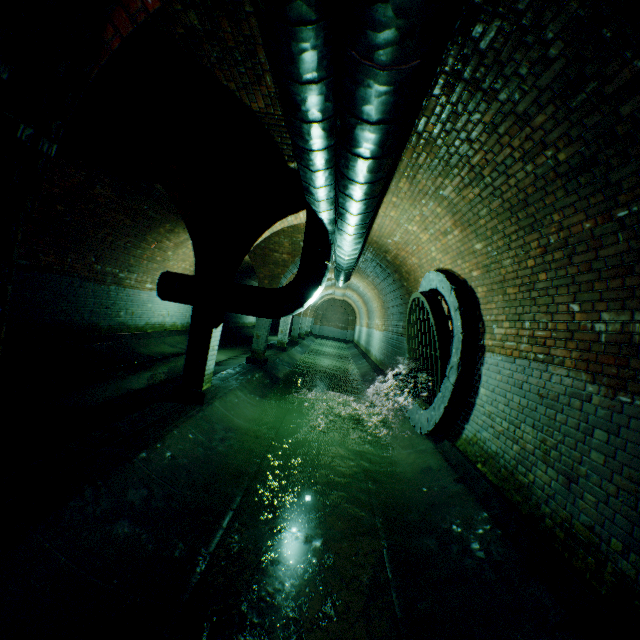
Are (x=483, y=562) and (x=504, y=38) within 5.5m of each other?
yes

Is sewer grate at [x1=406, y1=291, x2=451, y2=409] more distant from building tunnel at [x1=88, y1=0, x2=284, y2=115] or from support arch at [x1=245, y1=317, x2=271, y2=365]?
support arch at [x1=245, y1=317, x2=271, y2=365]

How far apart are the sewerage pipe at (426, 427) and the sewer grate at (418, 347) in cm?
1

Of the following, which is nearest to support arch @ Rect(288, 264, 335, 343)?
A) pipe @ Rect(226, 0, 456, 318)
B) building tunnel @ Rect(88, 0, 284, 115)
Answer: building tunnel @ Rect(88, 0, 284, 115)

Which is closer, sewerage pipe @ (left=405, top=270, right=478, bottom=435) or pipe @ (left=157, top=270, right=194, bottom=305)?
sewerage pipe @ (left=405, top=270, right=478, bottom=435)

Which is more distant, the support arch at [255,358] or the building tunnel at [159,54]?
the support arch at [255,358]

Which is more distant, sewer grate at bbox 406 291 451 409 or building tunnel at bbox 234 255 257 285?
building tunnel at bbox 234 255 257 285

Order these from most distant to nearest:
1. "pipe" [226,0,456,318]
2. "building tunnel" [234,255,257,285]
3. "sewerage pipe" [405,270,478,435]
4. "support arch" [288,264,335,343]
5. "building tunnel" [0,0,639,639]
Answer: "support arch" [288,264,335,343] → "building tunnel" [234,255,257,285] → "sewerage pipe" [405,270,478,435] → "building tunnel" [0,0,639,639] → "pipe" [226,0,456,318]
